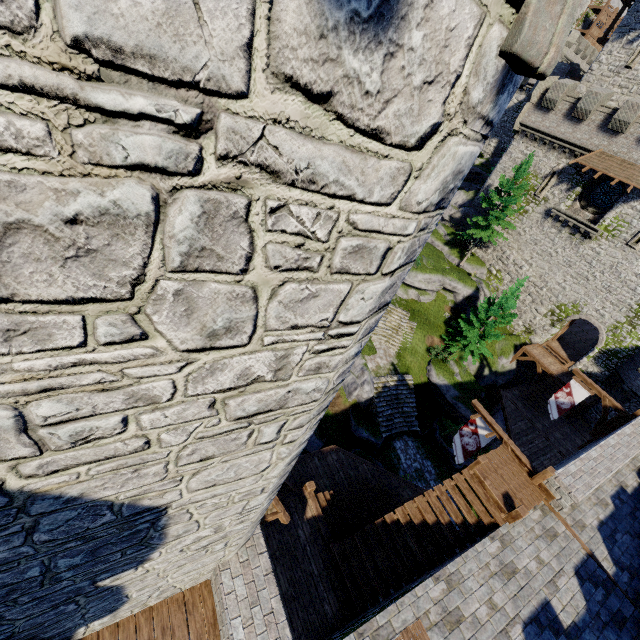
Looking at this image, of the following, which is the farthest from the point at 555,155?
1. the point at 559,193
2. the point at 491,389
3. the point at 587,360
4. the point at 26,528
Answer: the point at 26,528

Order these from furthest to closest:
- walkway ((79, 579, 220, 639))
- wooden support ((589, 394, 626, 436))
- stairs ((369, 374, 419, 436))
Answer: stairs ((369, 374, 419, 436)) → wooden support ((589, 394, 626, 436)) → walkway ((79, 579, 220, 639))

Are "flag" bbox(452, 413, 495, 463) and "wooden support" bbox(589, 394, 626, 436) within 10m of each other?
yes

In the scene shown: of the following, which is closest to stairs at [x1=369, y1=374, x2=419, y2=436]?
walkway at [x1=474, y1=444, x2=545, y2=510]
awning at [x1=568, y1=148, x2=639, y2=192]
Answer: walkway at [x1=474, y1=444, x2=545, y2=510]

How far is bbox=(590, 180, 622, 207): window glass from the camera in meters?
25.0

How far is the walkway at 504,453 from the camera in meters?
10.7 m

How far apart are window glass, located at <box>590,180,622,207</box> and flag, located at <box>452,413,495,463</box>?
23.80m

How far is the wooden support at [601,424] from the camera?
17.0m
